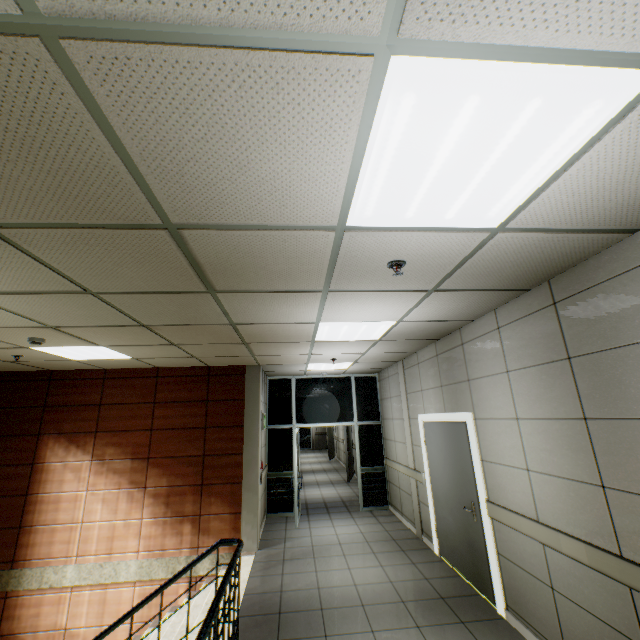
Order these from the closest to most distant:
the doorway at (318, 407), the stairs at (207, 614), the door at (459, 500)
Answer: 1. the stairs at (207, 614)
2. the door at (459, 500)
3. the doorway at (318, 407)

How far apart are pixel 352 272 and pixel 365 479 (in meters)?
7.00

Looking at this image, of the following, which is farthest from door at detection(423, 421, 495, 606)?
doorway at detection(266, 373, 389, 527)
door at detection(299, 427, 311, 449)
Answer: door at detection(299, 427, 311, 449)

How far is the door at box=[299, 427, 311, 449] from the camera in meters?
23.2 m

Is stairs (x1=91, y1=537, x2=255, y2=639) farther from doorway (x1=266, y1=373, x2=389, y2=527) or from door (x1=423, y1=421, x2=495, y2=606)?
door (x1=423, y1=421, x2=495, y2=606)

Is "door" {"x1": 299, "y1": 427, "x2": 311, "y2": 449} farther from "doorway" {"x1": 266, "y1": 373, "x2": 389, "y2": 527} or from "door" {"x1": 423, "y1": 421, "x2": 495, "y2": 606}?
"door" {"x1": 423, "y1": 421, "x2": 495, "y2": 606}

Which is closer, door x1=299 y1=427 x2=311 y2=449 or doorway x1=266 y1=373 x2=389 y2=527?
doorway x1=266 y1=373 x2=389 y2=527

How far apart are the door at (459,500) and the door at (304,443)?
18.9 meters
